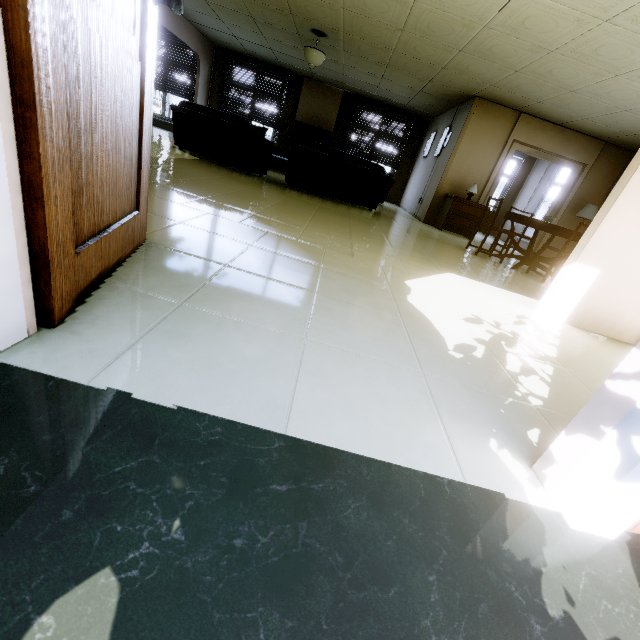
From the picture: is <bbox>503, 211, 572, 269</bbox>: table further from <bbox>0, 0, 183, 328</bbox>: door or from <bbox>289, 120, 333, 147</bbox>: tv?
<bbox>289, 120, 333, 147</bbox>: tv

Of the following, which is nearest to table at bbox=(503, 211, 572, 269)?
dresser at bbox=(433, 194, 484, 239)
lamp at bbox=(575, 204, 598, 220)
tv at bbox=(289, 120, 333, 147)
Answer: dresser at bbox=(433, 194, 484, 239)

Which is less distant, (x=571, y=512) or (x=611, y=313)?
(x=571, y=512)

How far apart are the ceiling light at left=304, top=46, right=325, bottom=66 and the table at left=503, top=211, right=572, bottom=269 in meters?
4.8 m

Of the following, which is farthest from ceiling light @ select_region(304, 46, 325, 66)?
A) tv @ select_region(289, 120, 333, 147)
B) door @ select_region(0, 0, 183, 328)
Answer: door @ select_region(0, 0, 183, 328)

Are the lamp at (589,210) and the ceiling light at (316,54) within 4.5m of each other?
no

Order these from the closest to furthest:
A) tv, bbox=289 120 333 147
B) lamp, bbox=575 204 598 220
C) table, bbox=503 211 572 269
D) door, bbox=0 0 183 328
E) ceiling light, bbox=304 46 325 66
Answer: door, bbox=0 0 183 328, table, bbox=503 211 572 269, ceiling light, bbox=304 46 325 66, lamp, bbox=575 204 598 220, tv, bbox=289 120 333 147

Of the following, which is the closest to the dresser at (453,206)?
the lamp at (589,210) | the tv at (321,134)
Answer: the lamp at (589,210)
